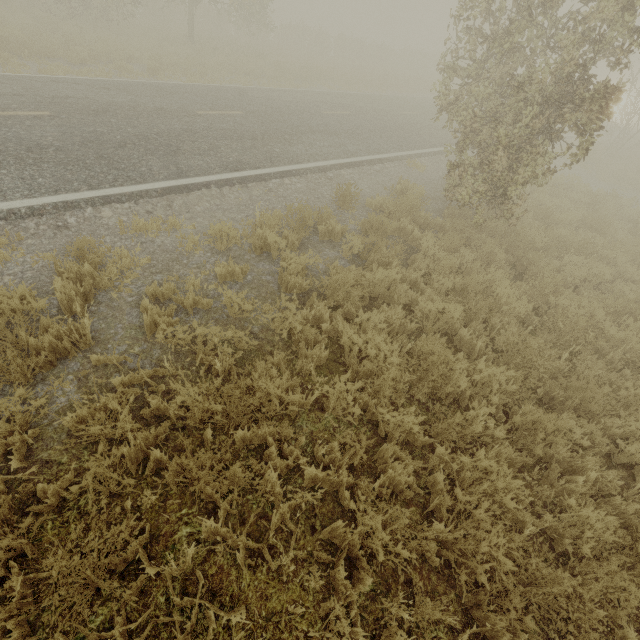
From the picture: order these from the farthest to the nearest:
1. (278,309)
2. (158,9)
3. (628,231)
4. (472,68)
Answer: (158,9) → (628,231) → (472,68) → (278,309)
